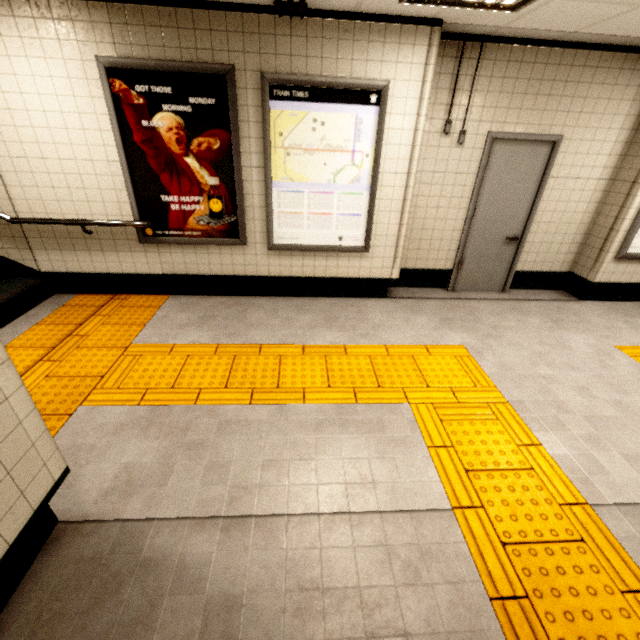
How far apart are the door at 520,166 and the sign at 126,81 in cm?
298

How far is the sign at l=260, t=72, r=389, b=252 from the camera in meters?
3.3 m

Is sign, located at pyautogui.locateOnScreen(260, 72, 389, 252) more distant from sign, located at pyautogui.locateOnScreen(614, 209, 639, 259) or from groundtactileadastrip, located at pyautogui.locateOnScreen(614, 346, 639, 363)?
sign, located at pyautogui.locateOnScreen(614, 209, 639, 259)

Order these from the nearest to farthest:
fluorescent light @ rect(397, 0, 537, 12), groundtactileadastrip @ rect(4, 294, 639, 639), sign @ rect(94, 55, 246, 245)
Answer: groundtactileadastrip @ rect(4, 294, 639, 639) < fluorescent light @ rect(397, 0, 537, 12) < sign @ rect(94, 55, 246, 245)

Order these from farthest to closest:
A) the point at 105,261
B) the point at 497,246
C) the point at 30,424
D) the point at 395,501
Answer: the point at 497,246
the point at 105,261
the point at 395,501
the point at 30,424

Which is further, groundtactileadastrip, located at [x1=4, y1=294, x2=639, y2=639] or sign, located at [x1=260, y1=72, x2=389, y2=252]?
sign, located at [x1=260, y1=72, x2=389, y2=252]

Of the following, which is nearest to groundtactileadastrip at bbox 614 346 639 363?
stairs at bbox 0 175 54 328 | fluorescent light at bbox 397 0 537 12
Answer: stairs at bbox 0 175 54 328

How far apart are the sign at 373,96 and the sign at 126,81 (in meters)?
0.22
